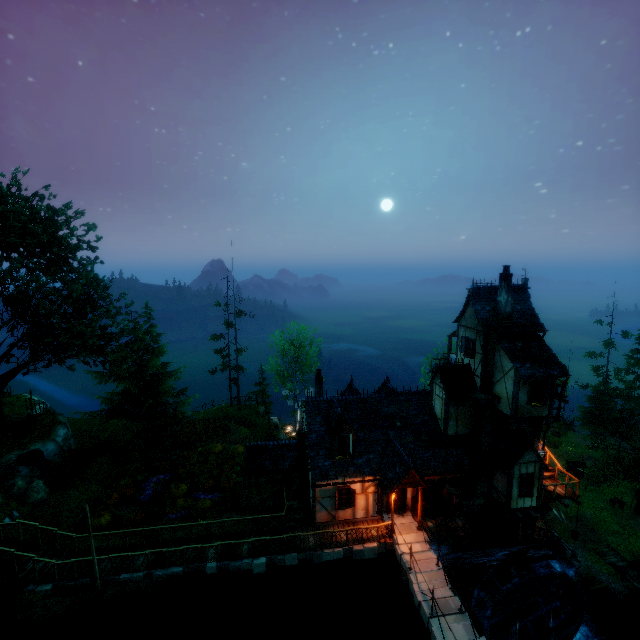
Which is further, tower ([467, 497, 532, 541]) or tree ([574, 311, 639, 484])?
tree ([574, 311, 639, 484])

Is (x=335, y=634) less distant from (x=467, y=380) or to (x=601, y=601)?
(x=467, y=380)

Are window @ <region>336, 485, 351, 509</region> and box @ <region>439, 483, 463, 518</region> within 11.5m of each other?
yes

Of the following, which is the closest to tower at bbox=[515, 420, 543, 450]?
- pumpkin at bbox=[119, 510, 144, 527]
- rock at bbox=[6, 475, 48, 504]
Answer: pumpkin at bbox=[119, 510, 144, 527]

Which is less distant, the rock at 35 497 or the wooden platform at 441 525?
the wooden platform at 441 525

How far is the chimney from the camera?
19.2m

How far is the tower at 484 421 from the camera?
19.7m

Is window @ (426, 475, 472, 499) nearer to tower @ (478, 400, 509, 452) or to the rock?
tower @ (478, 400, 509, 452)
